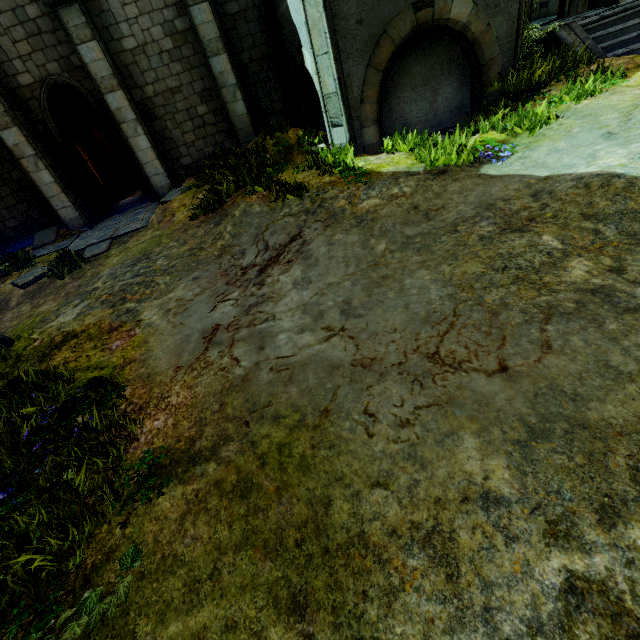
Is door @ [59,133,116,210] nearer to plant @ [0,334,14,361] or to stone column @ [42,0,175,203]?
stone column @ [42,0,175,203]

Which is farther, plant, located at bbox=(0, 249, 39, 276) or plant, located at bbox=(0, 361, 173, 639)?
plant, located at bbox=(0, 249, 39, 276)

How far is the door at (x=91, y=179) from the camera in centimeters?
1002cm

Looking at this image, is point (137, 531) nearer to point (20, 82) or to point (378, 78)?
point (378, 78)

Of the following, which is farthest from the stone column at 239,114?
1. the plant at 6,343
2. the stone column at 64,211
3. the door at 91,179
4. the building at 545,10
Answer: the plant at 6,343

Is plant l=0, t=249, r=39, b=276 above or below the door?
below

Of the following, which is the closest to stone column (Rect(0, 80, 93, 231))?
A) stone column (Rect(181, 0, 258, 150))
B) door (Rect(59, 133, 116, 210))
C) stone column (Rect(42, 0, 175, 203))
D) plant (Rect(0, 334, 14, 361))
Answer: door (Rect(59, 133, 116, 210))

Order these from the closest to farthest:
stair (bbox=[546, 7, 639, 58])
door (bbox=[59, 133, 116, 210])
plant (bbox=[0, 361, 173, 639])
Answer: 1. plant (bbox=[0, 361, 173, 639])
2. stair (bbox=[546, 7, 639, 58])
3. door (bbox=[59, 133, 116, 210])
